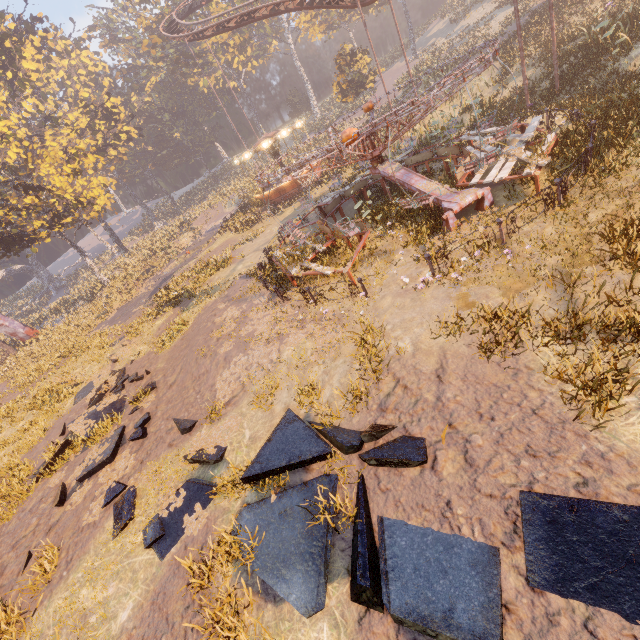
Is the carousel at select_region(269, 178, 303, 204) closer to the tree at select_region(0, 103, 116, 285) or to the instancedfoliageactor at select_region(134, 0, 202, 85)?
the instancedfoliageactor at select_region(134, 0, 202, 85)

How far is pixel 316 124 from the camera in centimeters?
5759cm

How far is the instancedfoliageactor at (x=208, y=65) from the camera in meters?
50.7 m

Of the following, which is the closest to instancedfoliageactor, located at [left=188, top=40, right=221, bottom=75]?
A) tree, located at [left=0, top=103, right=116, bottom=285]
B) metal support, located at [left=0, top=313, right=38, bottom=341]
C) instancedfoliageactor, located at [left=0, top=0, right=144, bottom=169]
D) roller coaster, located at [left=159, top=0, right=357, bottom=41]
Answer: instancedfoliageactor, located at [left=0, top=0, right=144, bottom=169]

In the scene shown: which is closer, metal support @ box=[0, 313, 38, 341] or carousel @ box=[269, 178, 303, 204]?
carousel @ box=[269, 178, 303, 204]

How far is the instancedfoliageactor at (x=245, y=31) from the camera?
36.4m

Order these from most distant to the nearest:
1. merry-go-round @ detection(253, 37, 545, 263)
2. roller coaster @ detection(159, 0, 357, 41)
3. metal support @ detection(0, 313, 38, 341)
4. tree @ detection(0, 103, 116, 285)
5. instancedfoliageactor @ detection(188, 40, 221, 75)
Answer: instancedfoliageactor @ detection(188, 40, 221, 75), metal support @ detection(0, 313, 38, 341), tree @ detection(0, 103, 116, 285), roller coaster @ detection(159, 0, 357, 41), merry-go-round @ detection(253, 37, 545, 263)

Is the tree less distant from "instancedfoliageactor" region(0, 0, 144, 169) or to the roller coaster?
"instancedfoliageactor" region(0, 0, 144, 169)
